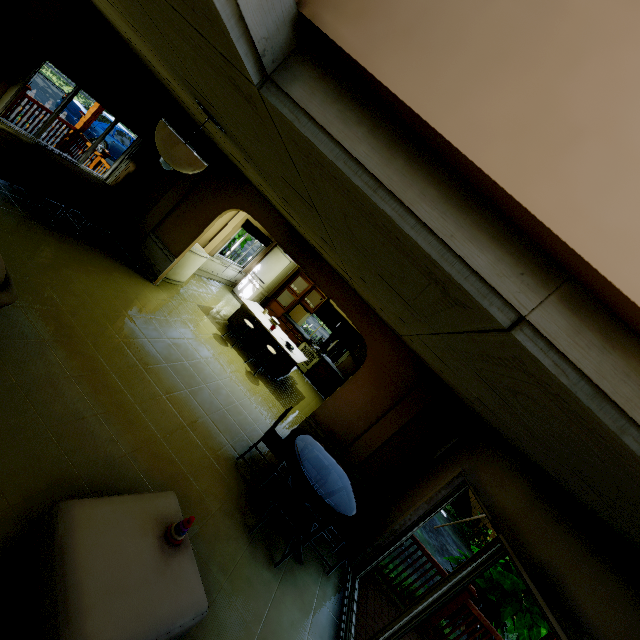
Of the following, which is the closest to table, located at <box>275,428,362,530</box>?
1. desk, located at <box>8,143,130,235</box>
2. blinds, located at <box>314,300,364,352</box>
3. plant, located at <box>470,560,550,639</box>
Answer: plant, located at <box>470,560,550,639</box>

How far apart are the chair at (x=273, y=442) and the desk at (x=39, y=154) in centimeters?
483cm

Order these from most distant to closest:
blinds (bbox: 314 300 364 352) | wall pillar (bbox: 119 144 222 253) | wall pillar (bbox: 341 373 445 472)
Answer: blinds (bbox: 314 300 364 352) → wall pillar (bbox: 119 144 222 253) → wall pillar (bbox: 341 373 445 472)

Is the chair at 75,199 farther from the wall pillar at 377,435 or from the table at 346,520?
the wall pillar at 377,435

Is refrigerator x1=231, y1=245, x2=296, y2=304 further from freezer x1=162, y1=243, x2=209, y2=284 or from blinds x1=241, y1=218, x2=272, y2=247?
freezer x1=162, y1=243, x2=209, y2=284

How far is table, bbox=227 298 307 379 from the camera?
7.58m

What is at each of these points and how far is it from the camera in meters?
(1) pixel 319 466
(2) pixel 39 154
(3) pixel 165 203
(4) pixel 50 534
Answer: (1) chair, 5.0
(2) desk, 4.9
(3) wall pillar, 6.4
(4) table, 1.9

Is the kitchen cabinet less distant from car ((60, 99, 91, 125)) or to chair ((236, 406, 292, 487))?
chair ((236, 406, 292, 487))
